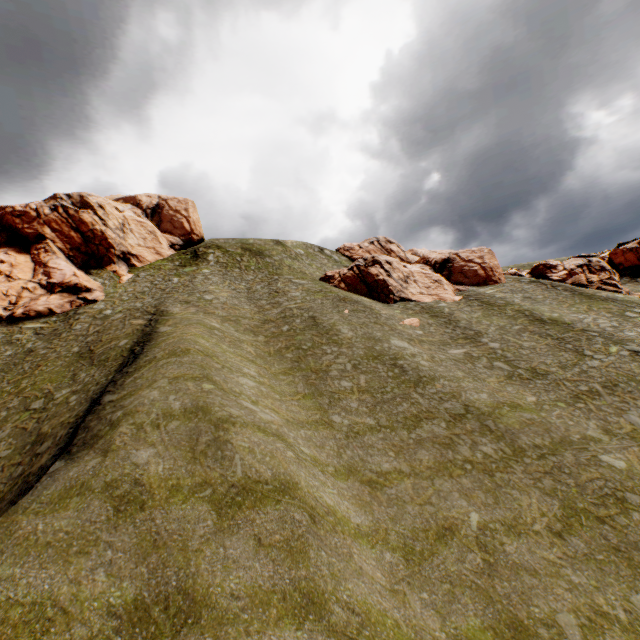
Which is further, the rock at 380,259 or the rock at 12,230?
the rock at 380,259

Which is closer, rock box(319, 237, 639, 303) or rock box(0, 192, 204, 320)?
rock box(0, 192, 204, 320)

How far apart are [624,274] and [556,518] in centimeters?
5178cm

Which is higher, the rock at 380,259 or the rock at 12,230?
the rock at 12,230

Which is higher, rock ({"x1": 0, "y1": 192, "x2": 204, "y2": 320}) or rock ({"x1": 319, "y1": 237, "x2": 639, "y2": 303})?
rock ({"x1": 0, "y1": 192, "x2": 204, "y2": 320})
